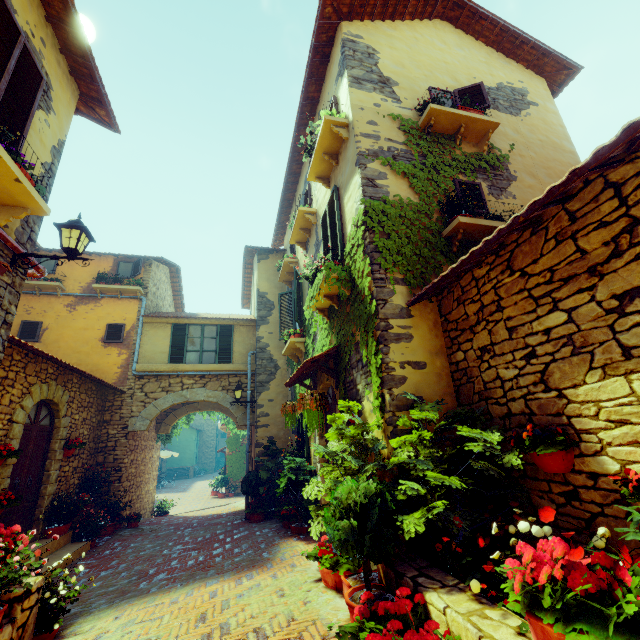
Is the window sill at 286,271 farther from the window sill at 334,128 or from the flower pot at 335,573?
the flower pot at 335,573

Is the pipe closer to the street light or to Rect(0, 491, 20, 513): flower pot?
the street light

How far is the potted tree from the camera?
3.0m

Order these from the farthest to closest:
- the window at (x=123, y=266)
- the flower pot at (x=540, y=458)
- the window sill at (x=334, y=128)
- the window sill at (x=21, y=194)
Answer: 1. the window at (x=123, y=266)
2. the window sill at (x=334, y=128)
3. the window sill at (x=21, y=194)
4. the flower pot at (x=540, y=458)

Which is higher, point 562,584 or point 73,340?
point 73,340

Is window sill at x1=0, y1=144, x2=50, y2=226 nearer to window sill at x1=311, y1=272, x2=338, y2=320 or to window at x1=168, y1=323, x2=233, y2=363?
window at x1=168, y1=323, x2=233, y2=363

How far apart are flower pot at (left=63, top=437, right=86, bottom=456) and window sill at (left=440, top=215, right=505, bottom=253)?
9.5 meters

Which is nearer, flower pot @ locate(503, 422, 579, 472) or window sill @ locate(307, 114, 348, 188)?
flower pot @ locate(503, 422, 579, 472)
